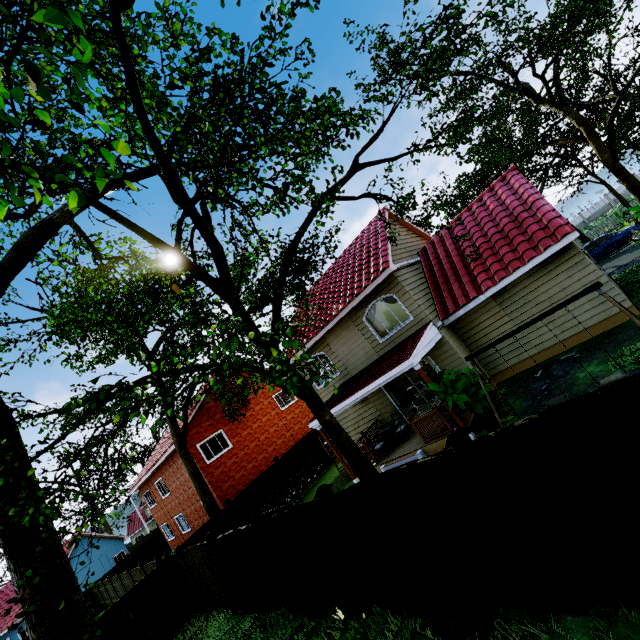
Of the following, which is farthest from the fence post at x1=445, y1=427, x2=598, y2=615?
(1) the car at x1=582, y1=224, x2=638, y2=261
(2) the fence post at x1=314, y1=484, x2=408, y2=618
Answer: (1) the car at x1=582, y1=224, x2=638, y2=261

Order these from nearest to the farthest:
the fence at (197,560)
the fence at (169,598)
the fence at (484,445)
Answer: → the fence at (484,445), the fence at (197,560), the fence at (169,598)

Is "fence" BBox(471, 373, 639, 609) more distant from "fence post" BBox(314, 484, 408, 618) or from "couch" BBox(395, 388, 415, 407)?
"couch" BBox(395, 388, 415, 407)

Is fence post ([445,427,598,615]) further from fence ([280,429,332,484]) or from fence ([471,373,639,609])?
fence ([280,429,332,484])

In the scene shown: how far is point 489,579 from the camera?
4.5 meters

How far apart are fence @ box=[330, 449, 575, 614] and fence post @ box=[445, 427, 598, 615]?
0.0m

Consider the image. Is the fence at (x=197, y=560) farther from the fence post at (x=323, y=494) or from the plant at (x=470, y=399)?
the plant at (x=470, y=399)

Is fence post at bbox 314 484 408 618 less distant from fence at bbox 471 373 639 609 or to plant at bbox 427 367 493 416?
fence at bbox 471 373 639 609
